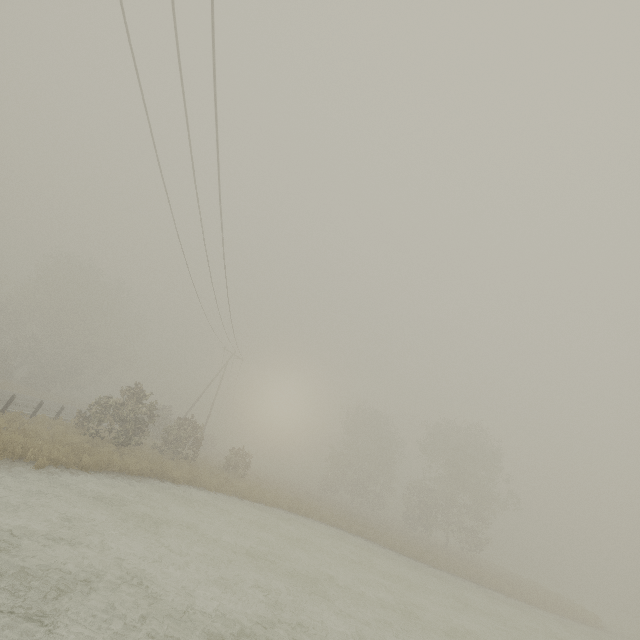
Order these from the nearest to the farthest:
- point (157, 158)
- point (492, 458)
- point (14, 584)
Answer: point (14, 584) → point (157, 158) → point (492, 458)
